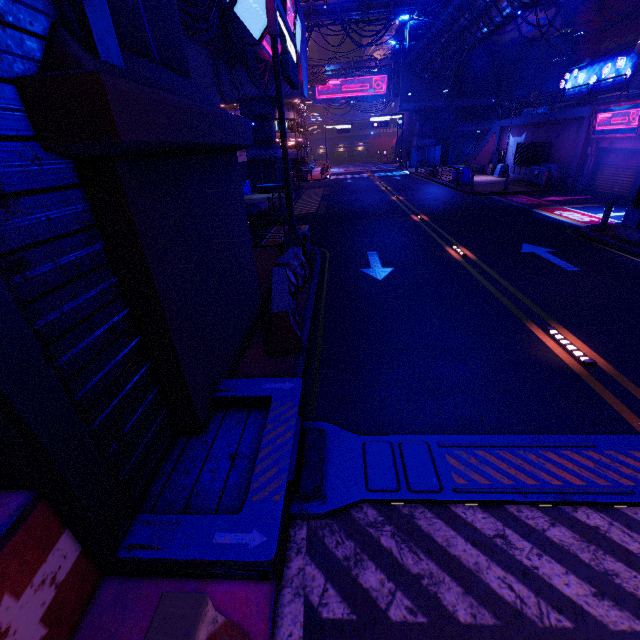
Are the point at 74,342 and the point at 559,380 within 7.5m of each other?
yes

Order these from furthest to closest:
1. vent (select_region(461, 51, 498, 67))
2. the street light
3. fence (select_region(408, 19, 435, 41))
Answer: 1. vent (select_region(461, 51, 498, 67))
2. fence (select_region(408, 19, 435, 41))
3. the street light

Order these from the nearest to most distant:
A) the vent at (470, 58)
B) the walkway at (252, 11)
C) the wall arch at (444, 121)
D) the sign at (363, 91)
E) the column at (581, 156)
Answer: the walkway at (252, 11) < the column at (581, 156) < the vent at (470, 58) < the wall arch at (444, 121) < the sign at (363, 91)

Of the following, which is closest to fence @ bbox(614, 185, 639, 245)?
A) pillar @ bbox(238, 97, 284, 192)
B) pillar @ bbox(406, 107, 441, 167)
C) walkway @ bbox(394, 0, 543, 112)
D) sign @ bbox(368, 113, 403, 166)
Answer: walkway @ bbox(394, 0, 543, 112)

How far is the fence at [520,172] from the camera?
23.7 meters

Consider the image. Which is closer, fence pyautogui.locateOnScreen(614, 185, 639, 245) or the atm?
fence pyautogui.locateOnScreen(614, 185, 639, 245)

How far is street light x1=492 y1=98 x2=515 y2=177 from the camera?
27.0m

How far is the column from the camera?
19.9m
